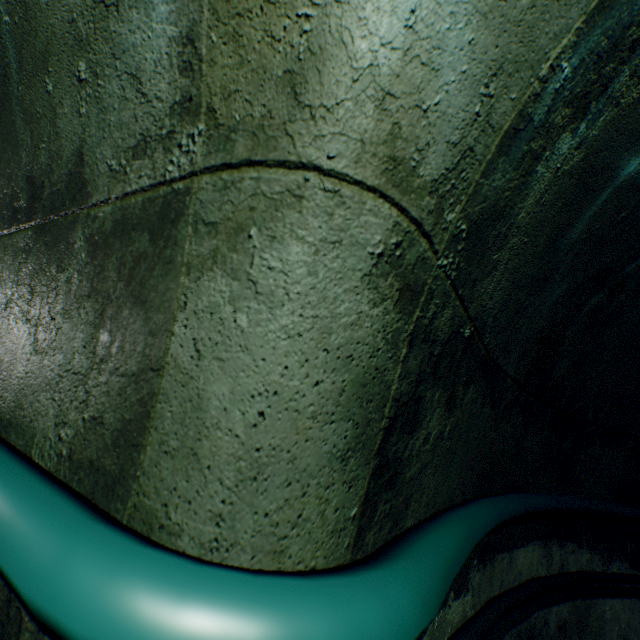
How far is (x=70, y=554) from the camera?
0.39m

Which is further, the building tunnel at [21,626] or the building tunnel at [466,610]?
the building tunnel at [466,610]

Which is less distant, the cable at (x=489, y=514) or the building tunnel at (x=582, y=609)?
the cable at (x=489, y=514)

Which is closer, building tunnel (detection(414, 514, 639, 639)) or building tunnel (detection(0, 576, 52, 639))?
building tunnel (detection(0, 576, 52, 639))

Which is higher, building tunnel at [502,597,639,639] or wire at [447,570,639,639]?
wire at [447,570,639,639]

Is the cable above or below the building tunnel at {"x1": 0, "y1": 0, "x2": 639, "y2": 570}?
below

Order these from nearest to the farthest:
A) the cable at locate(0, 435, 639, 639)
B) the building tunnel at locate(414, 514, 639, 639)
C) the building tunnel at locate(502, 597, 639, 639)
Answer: the cable at locate(0, 435, 639, 639) < the building tunnel at locate(414, 514, 639, 639) < the building tunnel at locate(502, 597, 639, 639)
